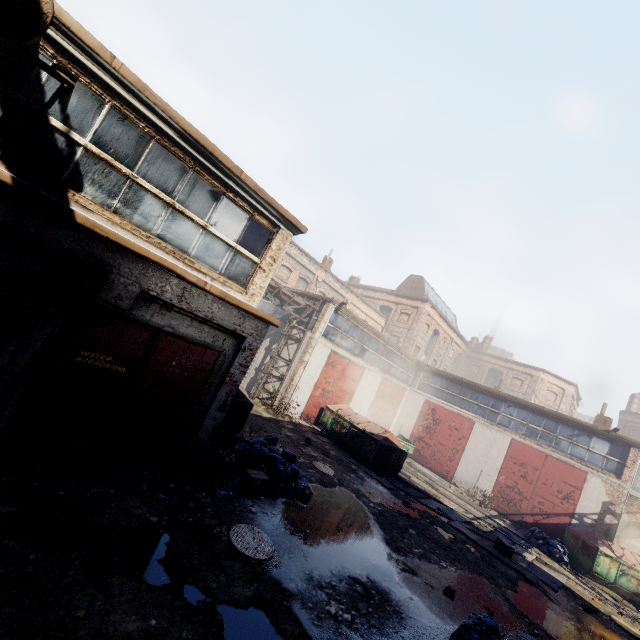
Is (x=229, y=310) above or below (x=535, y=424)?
below

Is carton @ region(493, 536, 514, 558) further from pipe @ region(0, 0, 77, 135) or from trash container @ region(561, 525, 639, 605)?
pipe @ region(0, 0, 77, 135)

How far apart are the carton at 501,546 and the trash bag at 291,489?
7.91m

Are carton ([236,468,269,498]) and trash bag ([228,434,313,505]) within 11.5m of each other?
yes

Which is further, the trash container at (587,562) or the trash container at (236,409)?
the trash container at (587,562)

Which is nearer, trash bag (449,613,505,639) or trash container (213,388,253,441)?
trash bag (449,613,505,639)

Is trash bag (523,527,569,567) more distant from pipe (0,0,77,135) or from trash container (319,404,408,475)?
pipe (0,0,77,135)

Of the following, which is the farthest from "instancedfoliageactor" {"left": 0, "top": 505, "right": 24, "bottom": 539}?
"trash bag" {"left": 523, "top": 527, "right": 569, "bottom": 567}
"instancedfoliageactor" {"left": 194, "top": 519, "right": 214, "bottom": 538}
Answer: "trash bag" {"left": 523, "top": 527, "right": 569, "bottom": 567}
